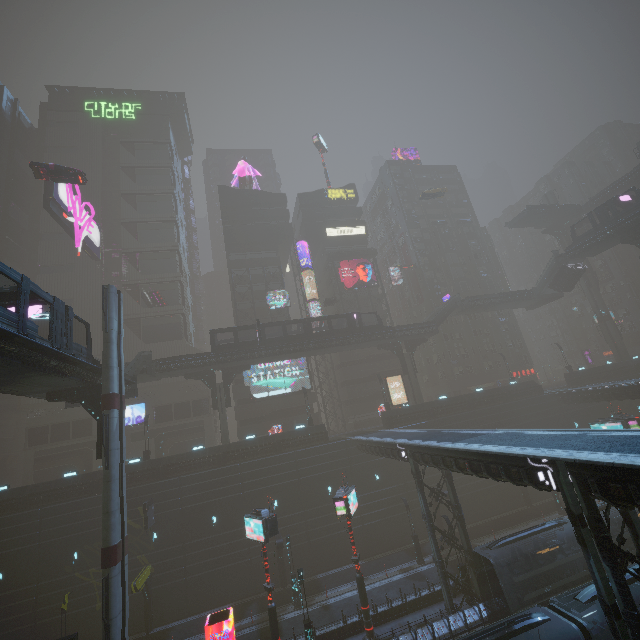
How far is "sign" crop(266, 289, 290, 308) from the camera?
50.2m

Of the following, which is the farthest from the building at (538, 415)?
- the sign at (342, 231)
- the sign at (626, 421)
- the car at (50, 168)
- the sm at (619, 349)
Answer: the car at (50, 168)

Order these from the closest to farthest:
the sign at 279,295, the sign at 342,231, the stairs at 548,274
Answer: the stairs at 548,274 → the sign at 279,295 → the sign at 342,231

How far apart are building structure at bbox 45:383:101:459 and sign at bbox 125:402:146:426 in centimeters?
2738cm

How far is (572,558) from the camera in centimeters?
2067cm

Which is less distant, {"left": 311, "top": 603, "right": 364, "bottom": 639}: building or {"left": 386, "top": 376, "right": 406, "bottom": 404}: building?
{"left": 311, "top": 603, "right": 364, "bottom": 639}: building

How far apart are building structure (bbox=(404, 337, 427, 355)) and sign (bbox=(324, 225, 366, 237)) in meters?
22.7 m

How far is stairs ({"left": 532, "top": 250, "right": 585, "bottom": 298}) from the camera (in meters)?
46.25
